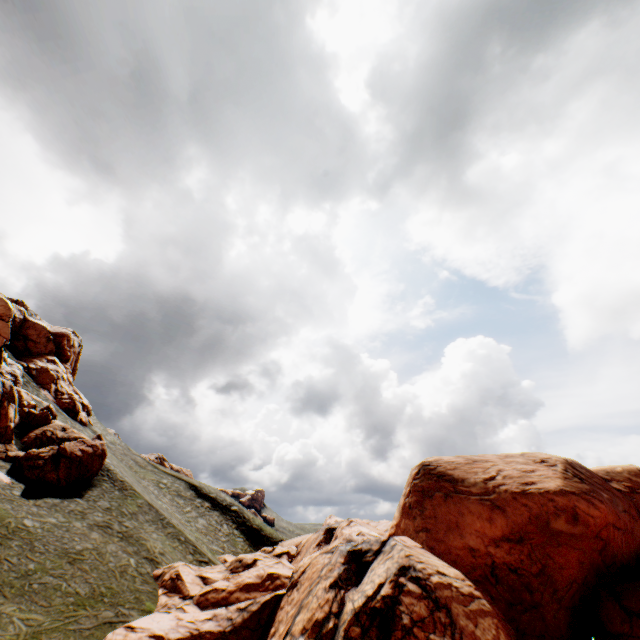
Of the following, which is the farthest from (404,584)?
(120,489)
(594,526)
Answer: (120,489)

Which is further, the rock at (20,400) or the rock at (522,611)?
the rock at (20,400)

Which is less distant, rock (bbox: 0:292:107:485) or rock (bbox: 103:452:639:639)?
rock (bbox: 103:452:639:639)

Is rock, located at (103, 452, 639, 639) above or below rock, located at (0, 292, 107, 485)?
below

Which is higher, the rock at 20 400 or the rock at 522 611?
the rock at 20 400
